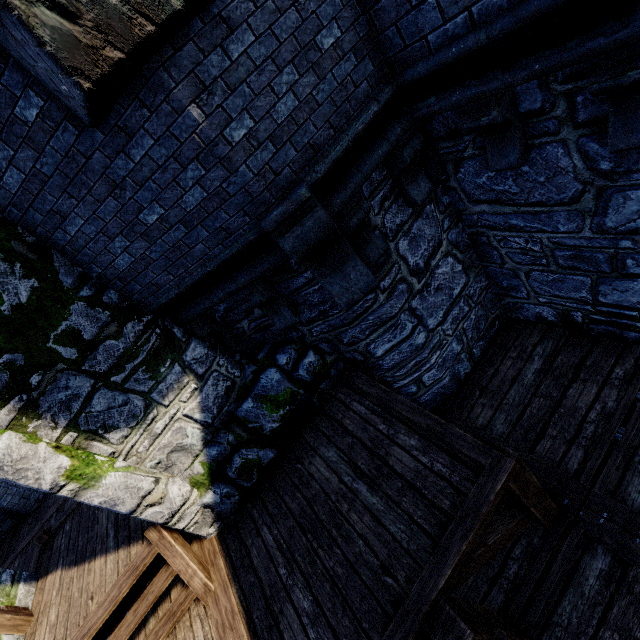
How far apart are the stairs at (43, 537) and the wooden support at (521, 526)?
5.75m

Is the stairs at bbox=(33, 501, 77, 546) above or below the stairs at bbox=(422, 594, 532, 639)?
above

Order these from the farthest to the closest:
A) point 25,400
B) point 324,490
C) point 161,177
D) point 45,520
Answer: point 45,520
point 324,490
point 25,400
point 161,177

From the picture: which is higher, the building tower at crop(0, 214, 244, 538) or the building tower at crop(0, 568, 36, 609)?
the building tower at crop(0, 214, 244, 538)

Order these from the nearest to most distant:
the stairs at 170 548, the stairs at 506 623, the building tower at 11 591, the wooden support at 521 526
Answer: the stairs at 506 623, the wooden support at 521 526, the stairs at 170 548, the building tower at 11 591

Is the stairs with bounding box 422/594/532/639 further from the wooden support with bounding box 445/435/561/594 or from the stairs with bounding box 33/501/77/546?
the stairs with bounding box 33/501/77/546

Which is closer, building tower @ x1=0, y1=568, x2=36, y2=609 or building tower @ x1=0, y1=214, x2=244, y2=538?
building tower @ x1=0, y1=214, x2=244, y2=538

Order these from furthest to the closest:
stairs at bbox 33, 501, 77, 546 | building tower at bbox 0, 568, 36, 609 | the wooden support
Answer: stairs at bbox 33, 501, 77, 546 < building tower at bbox 0, 568, 36, 609 < the wooden support
